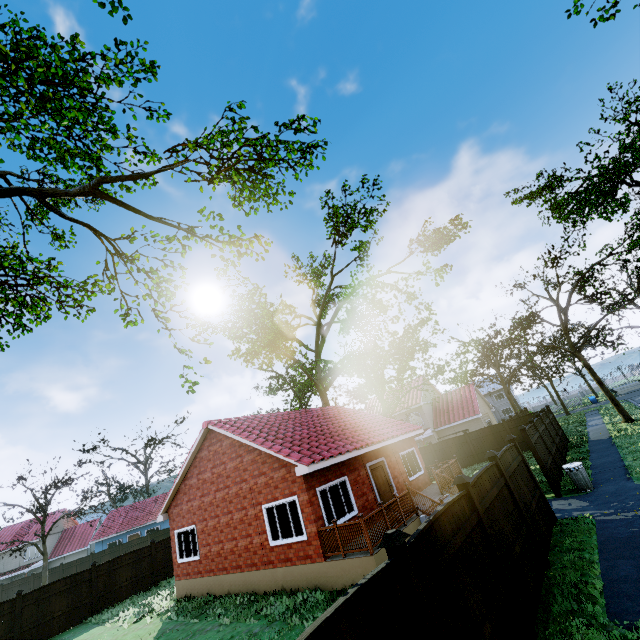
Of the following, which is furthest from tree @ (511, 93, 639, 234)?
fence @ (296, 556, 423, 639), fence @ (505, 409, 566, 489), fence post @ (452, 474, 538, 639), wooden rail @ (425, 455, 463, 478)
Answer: fence @ (296, 556, 423, 639)

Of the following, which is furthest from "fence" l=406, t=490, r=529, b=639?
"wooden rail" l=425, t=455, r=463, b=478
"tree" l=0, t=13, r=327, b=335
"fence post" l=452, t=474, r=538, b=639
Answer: "wooden rail" l=425, t=455, r=463, b=478

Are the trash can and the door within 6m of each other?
no

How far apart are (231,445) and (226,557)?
4.50m

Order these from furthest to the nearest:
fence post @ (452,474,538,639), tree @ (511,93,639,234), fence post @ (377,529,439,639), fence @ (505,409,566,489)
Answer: tree @ (511,93,639,234)
fence @ (505,409,566,489)
fence post @ (452,474,538,639)
fence post @ (377,529,439,639)

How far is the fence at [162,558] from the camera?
20.79m

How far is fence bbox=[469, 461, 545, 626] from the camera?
6.1 meters
